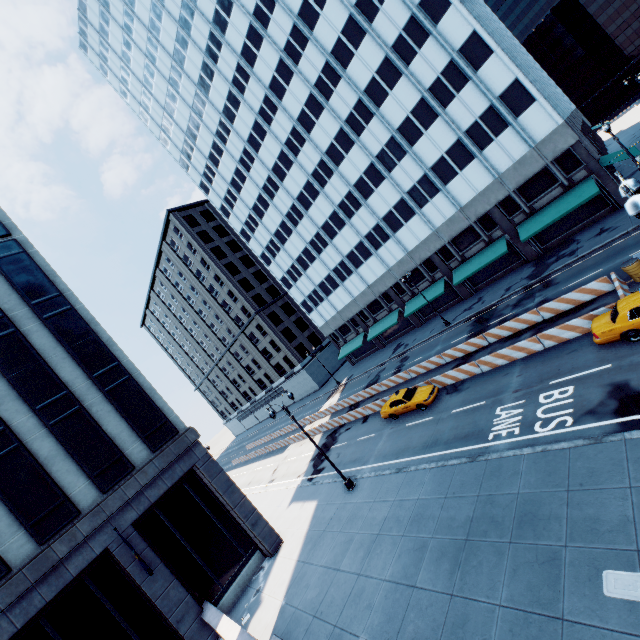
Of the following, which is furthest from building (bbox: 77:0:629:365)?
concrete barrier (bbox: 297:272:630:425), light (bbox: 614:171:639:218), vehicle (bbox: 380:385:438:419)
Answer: light (bbox: 614:171:639:218)

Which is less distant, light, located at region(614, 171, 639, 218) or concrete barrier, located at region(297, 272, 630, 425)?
light, located at region(614, 171, 639, 218)

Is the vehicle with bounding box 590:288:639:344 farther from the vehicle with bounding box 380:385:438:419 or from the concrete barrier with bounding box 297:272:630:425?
the vehicle with bounding box 380:385:438:419

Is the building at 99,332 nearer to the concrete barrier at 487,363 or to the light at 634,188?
the concrete barrier at 487,363

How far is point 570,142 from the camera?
27.3 meters

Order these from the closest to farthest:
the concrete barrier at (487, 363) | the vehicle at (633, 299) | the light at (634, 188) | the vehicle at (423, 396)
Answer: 1. the light at (634, 188)
2. the vehicle at (633, 299)
3. the concrete barrier at (487, 363)
4. the vehicle at (423, 396)

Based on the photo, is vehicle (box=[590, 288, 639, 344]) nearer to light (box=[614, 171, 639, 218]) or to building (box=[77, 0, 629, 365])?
light (box=[614, 171, 639, 218])

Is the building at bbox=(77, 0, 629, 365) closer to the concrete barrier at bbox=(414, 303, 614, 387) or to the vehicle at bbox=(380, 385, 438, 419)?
the concrete barrier at bbox=(414, 303, 614, 387)
